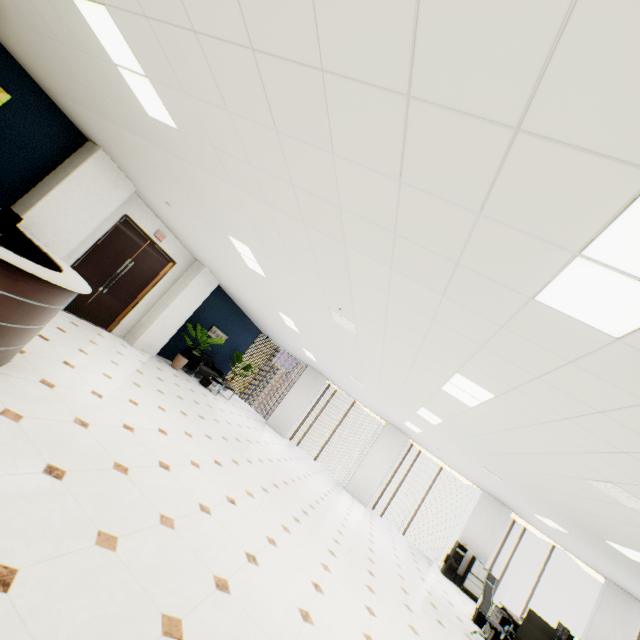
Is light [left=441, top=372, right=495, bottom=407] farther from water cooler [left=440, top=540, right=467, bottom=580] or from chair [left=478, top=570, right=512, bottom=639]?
water cooler [left=440, top=540, right=467, bottom=580]

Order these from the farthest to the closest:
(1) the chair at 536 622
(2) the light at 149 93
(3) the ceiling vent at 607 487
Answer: (1) the chair at 536 622, (3) the ceiling vent at 607 487, (2) the light at 149 93

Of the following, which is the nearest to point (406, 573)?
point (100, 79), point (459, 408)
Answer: point (459, 408)

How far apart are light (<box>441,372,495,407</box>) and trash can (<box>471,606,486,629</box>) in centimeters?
655cm

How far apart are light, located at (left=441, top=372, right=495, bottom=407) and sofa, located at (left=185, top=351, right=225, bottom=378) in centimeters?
865cm

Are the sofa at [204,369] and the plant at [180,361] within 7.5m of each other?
yes

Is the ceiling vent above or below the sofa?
above

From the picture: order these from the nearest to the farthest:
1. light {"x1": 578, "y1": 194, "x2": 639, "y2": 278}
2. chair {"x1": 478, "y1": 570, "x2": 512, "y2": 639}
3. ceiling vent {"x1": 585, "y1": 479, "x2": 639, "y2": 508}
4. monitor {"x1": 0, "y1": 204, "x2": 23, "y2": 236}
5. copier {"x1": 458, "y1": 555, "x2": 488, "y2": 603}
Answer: light {"x1": 578, "y1": 194, "x2": 639, "y2": 278}
ceiling vent {"x1": 585, "y1": 479, "x2": 639, "y2": 508}
monitor {"x1": 0, "y1": 204, "x2": 23, "y2": 236}
chair {"x1": 478, "y1": 570, "x2": 512, "y2": 639}
copier {"x1": 458, "y1": 555, "x2": 488, "y2": 603}
